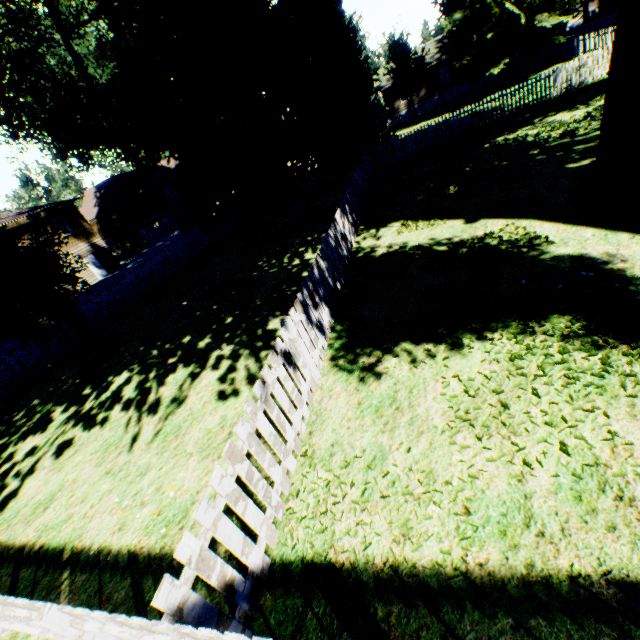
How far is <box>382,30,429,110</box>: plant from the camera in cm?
3366

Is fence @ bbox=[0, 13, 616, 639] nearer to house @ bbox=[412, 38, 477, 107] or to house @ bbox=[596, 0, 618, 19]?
house @ bbox=[412, 38, 477, 107]

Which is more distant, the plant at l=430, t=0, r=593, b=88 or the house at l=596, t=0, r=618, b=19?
the house at l=596, t=0, r=618, b=19

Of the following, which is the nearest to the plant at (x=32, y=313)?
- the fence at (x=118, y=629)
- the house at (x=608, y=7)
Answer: the fence at (x=118, y=629)

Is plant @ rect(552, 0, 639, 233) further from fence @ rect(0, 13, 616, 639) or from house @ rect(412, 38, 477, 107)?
house @ rect(412, 38, 477, 107)

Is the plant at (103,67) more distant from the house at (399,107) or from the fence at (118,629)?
the house at (399,107)

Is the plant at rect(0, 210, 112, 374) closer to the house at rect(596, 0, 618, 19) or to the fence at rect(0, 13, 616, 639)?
the fence at rect(0, 13, 616, 639)

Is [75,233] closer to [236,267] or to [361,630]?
[236,267]
